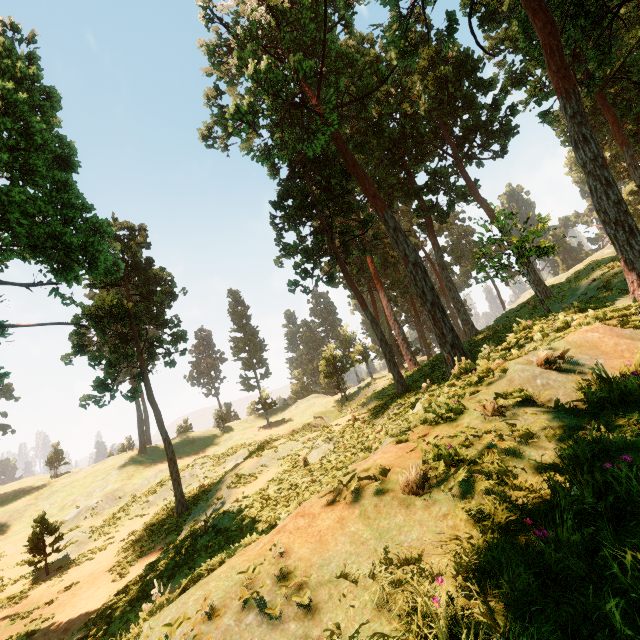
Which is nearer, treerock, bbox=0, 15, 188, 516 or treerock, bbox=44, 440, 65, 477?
treerock, bbox=0, 15, 188, 516

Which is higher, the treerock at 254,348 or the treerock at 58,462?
the treerock at 254,348

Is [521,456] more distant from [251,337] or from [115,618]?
[251,337]

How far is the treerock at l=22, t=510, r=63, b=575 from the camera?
19.5m

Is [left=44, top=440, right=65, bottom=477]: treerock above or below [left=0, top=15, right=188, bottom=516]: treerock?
below

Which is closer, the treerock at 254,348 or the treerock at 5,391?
the treerock at 5,391

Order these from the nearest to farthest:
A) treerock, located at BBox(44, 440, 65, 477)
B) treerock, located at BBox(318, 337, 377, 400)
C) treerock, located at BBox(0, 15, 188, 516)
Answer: treerock, located at BBox(0, 15, 188, 516) → treerock, located at BBox(318, 337, 377, 400) → treerock, located at BBox(44, 440, 65, 477)
